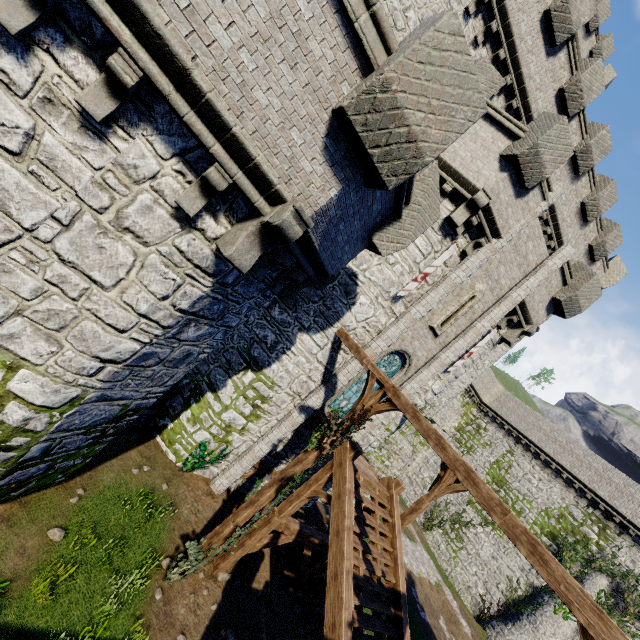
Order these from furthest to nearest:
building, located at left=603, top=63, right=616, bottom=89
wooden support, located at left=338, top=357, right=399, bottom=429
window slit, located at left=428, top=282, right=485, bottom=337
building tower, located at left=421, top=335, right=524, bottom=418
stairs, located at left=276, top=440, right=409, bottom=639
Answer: building, located at left=603, top=63, right=616, bottom=89 → building tower, located at left=421, top=335, right=524, bottom=418 → window slit, located at left=428, top=282, right=485, bottom=337 → wooden support, located at left=338, top=357, right=399, bottom=429 → stairs, located at left=276, top=440, right=409, bottom=639

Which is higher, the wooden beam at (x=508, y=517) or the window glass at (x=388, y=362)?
the window glass at (x=388, y=362)

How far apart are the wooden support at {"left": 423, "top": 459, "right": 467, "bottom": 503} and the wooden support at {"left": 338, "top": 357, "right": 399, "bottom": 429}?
3.4 meters

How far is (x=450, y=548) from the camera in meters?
28.9 m

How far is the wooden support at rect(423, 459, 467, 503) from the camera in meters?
11.4

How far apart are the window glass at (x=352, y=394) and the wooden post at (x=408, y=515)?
4.0 meters

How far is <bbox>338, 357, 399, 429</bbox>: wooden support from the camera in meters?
8.2

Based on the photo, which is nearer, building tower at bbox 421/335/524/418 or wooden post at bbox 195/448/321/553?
wooden post at bbox 195/448/321/553
